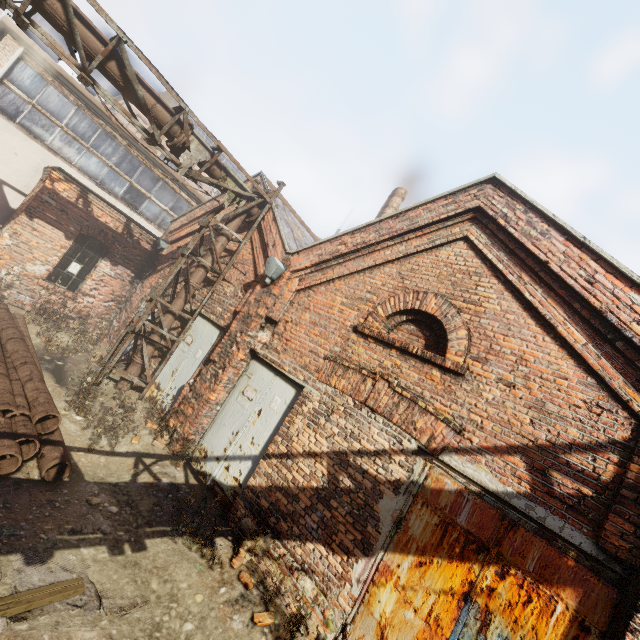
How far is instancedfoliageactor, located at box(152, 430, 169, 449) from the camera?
6.3m

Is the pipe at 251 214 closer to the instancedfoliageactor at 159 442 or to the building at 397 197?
the instancedfoliageactor at 159 442

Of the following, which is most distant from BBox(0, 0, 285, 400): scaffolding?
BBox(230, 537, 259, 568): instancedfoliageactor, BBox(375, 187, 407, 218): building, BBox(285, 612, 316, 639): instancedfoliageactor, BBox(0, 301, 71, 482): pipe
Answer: BBox(375, 187, 407, 218): building

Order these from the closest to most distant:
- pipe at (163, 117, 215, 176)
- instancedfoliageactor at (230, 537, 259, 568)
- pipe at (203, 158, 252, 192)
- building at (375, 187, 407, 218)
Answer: instancedfoliageactor at (230, 537, 259, 568) → pipe at (163, 117, 215, 176) → pipe at (203, 158, 252, 192) → building at (375, 187, 407, 218)

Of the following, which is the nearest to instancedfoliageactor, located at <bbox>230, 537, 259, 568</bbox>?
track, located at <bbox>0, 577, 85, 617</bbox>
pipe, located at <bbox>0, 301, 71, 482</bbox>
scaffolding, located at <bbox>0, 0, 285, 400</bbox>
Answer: pipe, located at <bbox>0, 301, 71, 482</bbox>

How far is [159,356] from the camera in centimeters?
863cm

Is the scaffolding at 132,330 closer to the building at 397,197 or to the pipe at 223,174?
the pipe at 223,174

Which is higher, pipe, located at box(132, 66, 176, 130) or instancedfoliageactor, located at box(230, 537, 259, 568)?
pipe, located at box(132, 66, 176, 130)
